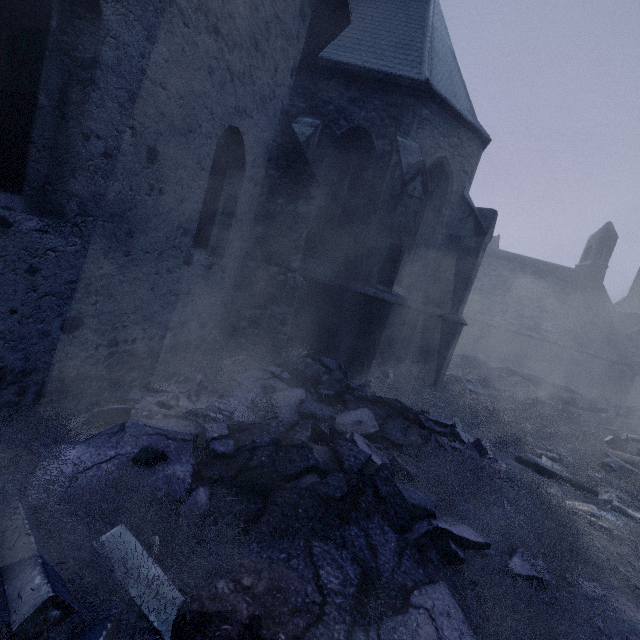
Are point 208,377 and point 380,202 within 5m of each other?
no

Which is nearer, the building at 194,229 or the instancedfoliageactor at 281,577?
the instancedfoliageactor at 281,577

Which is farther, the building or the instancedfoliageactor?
the building

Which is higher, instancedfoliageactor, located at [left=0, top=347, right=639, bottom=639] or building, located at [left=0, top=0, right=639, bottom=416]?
building, located at [left=0, top=0, right=639, bottom=416]

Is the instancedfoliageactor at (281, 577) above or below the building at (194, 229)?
below
